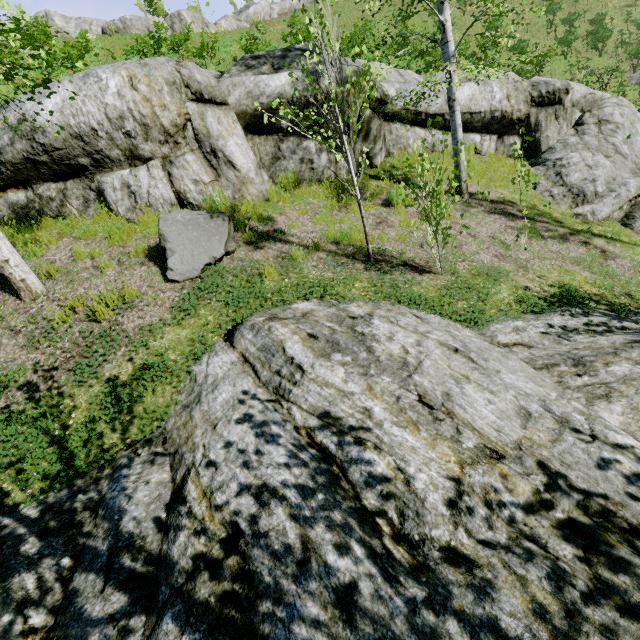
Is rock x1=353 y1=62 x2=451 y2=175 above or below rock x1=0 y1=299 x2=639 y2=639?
above

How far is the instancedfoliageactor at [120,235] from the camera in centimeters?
597cm

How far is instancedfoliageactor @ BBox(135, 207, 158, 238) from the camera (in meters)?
6.38

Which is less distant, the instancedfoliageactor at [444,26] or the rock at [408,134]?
the instancedfoliageactor at [444,26]

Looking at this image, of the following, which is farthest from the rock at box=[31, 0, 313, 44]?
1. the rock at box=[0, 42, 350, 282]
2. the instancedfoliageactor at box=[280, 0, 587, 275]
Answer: the instancedfoliageactor at box=[280, 0, 587, 275]

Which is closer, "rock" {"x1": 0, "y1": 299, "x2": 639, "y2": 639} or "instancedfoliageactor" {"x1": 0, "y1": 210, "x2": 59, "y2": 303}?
"rock" {"x1": 0, "y1": 299, "x2": 639, "y2": 639}

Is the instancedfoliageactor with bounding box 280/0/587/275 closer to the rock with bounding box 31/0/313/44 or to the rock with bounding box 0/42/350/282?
the rock with bounding box 0/42/350/282

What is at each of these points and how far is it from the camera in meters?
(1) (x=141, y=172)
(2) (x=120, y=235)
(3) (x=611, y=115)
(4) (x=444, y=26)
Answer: (1) rock, 6.7
(2) instancedfoliageactor, 6.3
(3) rock, 10.0
(4) instancedfoliageactor, 6.5
